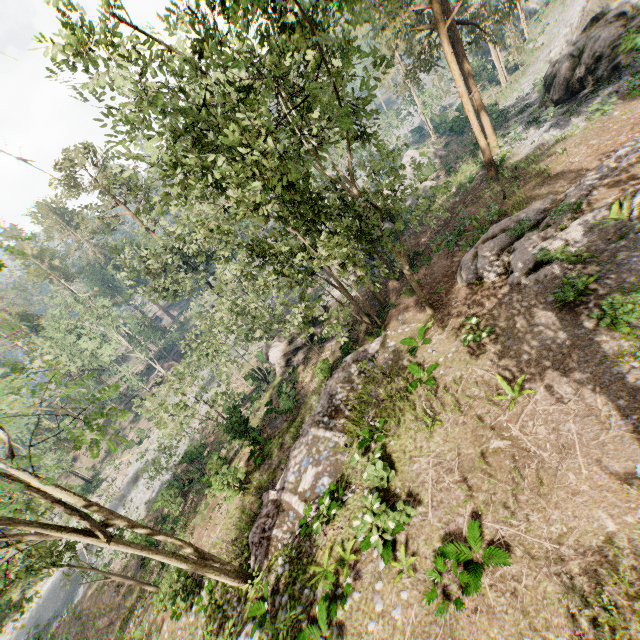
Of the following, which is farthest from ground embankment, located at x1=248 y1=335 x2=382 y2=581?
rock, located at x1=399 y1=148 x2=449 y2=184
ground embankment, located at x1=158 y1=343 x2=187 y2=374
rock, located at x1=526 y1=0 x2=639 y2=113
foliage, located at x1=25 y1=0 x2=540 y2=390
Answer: ground embankment, located at x1=158 y1=343 x2=187 y2=374

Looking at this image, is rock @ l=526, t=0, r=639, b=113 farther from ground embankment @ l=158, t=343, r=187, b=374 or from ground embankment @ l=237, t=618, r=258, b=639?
ground embankment @ l=158, t=343, r=187, b=374

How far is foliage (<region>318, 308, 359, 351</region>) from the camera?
14.6 meters

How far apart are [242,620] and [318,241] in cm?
1502

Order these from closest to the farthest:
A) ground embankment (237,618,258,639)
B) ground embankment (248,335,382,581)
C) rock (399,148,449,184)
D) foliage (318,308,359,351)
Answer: ground embankment (237,618,258,639)
ground embankment (248,335,382,581)
foliage (318,308,359,351)
rock (399,148,449,184)

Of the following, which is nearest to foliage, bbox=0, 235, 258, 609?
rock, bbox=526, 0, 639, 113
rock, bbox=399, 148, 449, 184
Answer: rock, bbox=399, 148, 449, 184

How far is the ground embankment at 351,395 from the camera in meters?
13.7

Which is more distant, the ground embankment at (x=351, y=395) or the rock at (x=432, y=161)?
the rock at (x=432, y=161)
